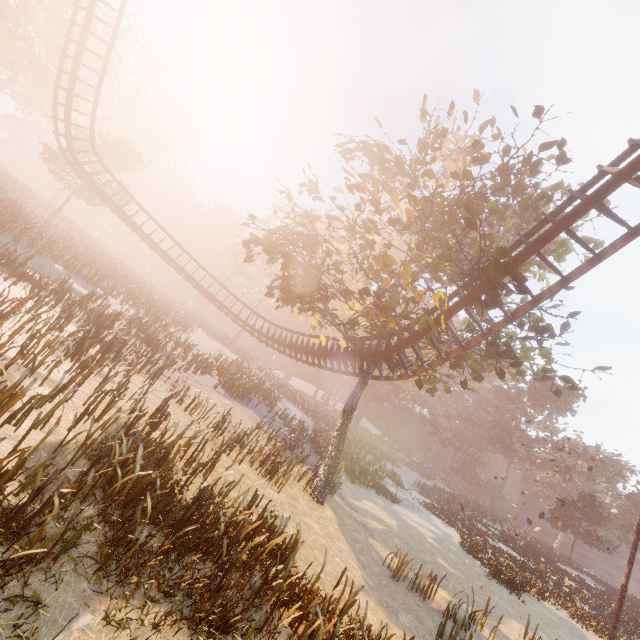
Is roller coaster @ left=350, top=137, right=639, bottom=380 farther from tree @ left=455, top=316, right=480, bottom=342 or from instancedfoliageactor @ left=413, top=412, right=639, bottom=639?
instancedfoliageactor @ left=413, top=412, right=639, bottom=639

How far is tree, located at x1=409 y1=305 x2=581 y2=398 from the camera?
11.40m

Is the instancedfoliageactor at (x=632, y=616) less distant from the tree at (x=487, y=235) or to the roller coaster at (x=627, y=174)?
the tree at (x=487, y=235)

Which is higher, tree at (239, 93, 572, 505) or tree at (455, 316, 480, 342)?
tree at (455, 316, 480, 342)

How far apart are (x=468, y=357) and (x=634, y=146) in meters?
8.5 m

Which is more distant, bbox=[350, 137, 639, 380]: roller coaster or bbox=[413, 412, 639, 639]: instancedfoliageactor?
bbox=[413, 412, 639, 639]: instancedfoliageactor
